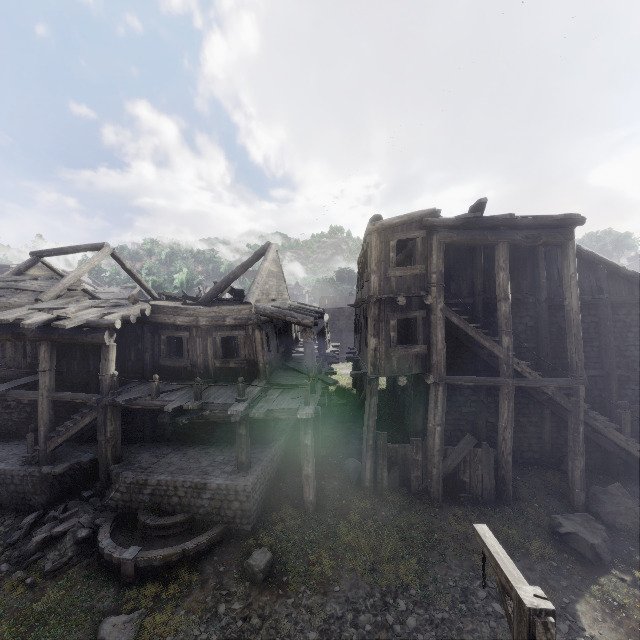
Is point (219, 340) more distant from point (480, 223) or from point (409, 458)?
point (480, 223)

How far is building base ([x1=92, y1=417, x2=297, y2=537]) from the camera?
9.74m

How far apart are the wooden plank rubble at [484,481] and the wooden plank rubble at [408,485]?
0.5 meters

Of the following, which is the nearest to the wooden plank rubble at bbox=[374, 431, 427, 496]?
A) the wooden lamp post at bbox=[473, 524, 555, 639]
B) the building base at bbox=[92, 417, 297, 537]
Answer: the building base at bbox=[92, 417, 297, 537]

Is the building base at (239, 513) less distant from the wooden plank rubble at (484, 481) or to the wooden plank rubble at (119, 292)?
the wooden plank rubble at (484, 481)

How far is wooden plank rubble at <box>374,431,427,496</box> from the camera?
11.24m

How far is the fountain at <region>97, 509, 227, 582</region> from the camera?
8.5m

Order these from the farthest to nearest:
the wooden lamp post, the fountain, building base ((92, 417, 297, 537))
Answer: building base ((92, 417, 297, 537)) < the fountain < the wooden lamp post
